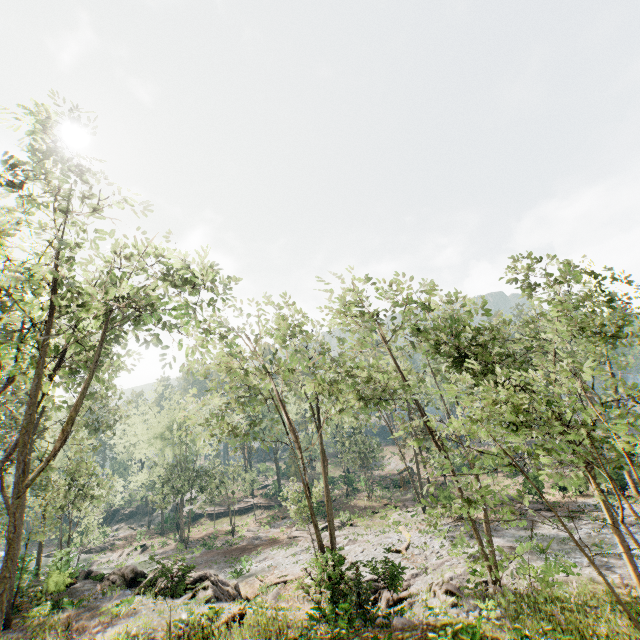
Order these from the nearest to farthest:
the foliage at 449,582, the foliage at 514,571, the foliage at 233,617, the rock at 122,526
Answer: the foliage at 514,571
the foliage at 233,617
the foliage at 449,582
the rock at 122,526

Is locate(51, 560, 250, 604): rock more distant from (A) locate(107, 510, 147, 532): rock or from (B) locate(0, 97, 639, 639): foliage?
(A) locate(107, 510, 147, 532): rock

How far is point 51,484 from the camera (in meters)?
28.67

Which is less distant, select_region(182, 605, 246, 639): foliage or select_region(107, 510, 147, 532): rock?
select_region(182, 605, 246, 639): foliage

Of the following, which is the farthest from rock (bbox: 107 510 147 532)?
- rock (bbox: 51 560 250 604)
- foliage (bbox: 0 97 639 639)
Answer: rock (bbox: 51 560 250 604)

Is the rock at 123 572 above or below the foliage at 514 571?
above
